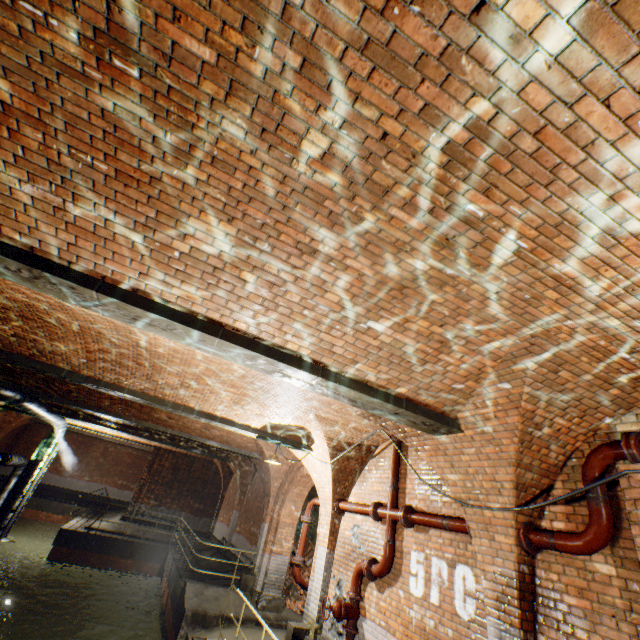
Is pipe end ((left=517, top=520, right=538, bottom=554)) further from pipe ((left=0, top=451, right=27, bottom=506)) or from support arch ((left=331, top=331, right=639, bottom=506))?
pipe ((left=0, top=451, right=27, bottom=506))

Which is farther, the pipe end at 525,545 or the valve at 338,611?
the valve at 338,611

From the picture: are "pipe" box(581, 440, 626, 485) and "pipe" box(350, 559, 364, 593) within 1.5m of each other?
no

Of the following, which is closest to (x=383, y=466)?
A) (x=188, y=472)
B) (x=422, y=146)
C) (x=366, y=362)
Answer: (x=366, y=362)

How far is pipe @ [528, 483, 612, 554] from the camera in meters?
3.5 m

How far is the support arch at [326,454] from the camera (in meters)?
7.32

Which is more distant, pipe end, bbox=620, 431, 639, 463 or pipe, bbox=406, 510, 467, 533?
pipe, bbox=406, 510, 467, 533

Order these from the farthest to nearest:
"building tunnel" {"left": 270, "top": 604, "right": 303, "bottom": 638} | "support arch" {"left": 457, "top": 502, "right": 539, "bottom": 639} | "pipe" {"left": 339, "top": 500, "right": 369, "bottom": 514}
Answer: "building tunnel" {"left": 270, "top": 604, "right": 303, "bottom": 638}
"pipe" {"left": 339, "top": 500, "right": 369, "bottom": 514}
"support arch" {"left": 457, "top": 502, "right": 539, "bottom": 639}
